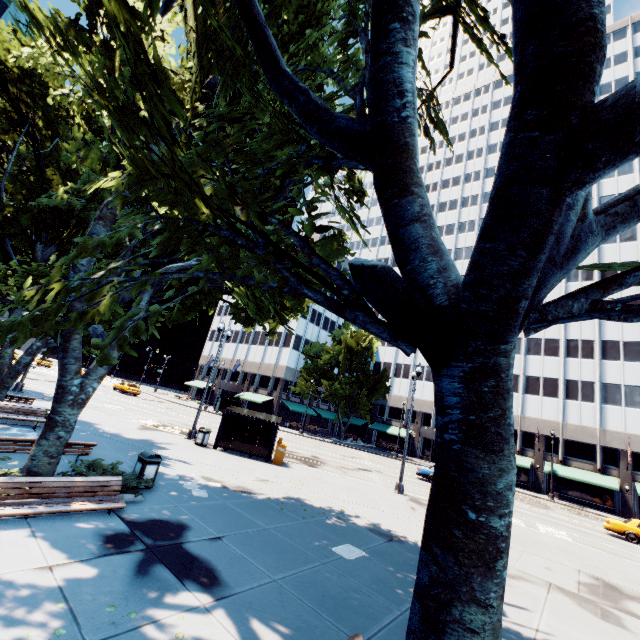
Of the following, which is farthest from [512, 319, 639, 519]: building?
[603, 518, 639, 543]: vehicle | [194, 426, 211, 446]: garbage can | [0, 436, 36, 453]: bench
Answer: [0, 436, 36, 453]: bench

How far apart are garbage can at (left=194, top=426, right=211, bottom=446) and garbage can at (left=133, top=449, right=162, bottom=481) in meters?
8.2

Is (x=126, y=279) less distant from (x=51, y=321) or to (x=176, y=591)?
(x=51, y=321)

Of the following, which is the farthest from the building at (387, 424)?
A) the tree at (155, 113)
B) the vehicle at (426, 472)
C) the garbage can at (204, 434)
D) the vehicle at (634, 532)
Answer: the garbage can at (204, 434)

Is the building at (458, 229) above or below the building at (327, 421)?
above

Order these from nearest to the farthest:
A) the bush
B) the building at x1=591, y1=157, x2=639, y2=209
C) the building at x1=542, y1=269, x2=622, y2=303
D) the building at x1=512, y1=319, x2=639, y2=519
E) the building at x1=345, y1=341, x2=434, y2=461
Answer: the bush
the building at x1=512, y1=319, x2=639, y2=519
the building at x1=542, y1=269, x2=622, y2=303
the building at x1=591, y1=157, x2=639, y2=209
the building at x1=345, y1=341, x2=434, y2=461

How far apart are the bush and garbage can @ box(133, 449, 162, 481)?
0.7m

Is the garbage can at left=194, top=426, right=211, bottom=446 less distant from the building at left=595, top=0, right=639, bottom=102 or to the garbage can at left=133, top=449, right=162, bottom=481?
the garbage can at left=133, top=449, right=162, bottom=481
